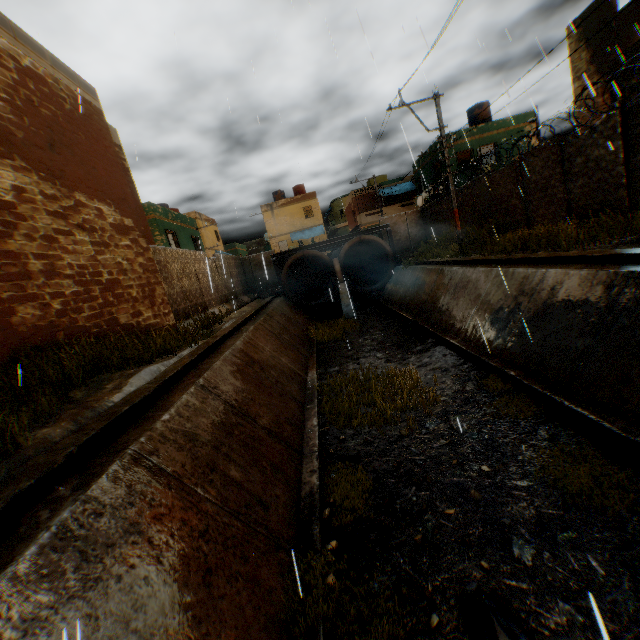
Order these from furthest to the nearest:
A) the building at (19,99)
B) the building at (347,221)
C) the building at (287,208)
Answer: the building at (287,208)
the building at (347,221)
the building at (19,99)

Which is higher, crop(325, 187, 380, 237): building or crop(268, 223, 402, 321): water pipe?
crop(325, 187, 380, 237): building

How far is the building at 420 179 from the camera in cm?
2480

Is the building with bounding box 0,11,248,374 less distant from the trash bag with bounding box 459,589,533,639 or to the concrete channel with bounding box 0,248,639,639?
the concrete channel with bounding box 0,248,639,639

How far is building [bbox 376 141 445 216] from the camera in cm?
2480

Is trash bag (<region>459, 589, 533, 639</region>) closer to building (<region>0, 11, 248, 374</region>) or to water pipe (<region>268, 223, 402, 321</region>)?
building (<region>0, 11, 248, 374</region>)

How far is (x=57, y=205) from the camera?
7.1m
